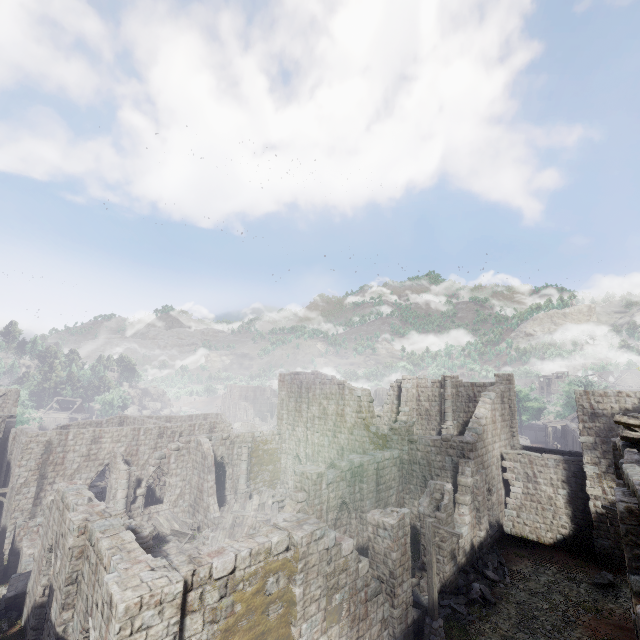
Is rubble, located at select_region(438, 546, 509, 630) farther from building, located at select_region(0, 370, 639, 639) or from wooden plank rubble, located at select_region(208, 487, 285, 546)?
wooden plank rubble, located at select_region(208, 487, 285, 546)

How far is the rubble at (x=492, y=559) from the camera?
14.6 meters

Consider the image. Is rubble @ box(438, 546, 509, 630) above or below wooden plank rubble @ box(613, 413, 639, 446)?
below

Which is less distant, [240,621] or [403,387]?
[240,621]

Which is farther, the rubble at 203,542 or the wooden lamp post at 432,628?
the rubble at 203,542

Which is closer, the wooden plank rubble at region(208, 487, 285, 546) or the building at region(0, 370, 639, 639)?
the building at region(0, 370, 639, 639)

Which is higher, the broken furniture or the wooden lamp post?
the wooden lamp post

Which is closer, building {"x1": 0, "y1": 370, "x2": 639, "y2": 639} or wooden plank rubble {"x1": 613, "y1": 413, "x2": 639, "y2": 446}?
wooden plank rubble {"x1": 613, "y1": 413, "x2": 639, "y2": 446}
